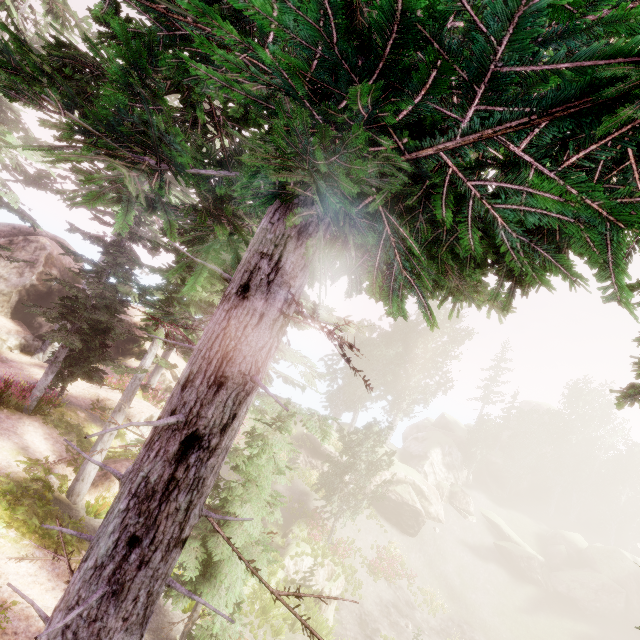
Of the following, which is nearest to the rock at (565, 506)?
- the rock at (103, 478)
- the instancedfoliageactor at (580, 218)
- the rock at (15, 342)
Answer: the instancedfoliageactor at (580, 218)

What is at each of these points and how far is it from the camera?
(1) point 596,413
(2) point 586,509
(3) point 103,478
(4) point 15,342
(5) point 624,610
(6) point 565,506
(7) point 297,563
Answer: (1) instancedfoliageactor, 45.41m
(2) rock, 46.47m
(3) rock, 12.16m
(4) rock, 20.02m
(5) rock, 28.83m
(6) rock, 47.00m
(7) rock, 18.59m

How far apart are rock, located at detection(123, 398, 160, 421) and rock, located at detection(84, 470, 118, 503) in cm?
409

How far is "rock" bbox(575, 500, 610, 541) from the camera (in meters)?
45.28

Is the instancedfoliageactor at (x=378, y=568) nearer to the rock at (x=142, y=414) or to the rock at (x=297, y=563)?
the rock at (x=142, y=414)

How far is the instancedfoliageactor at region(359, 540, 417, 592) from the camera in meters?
24.1 m

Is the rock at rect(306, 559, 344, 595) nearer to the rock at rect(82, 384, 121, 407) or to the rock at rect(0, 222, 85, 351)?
the rock at rect(82, 384, 121, 407)
